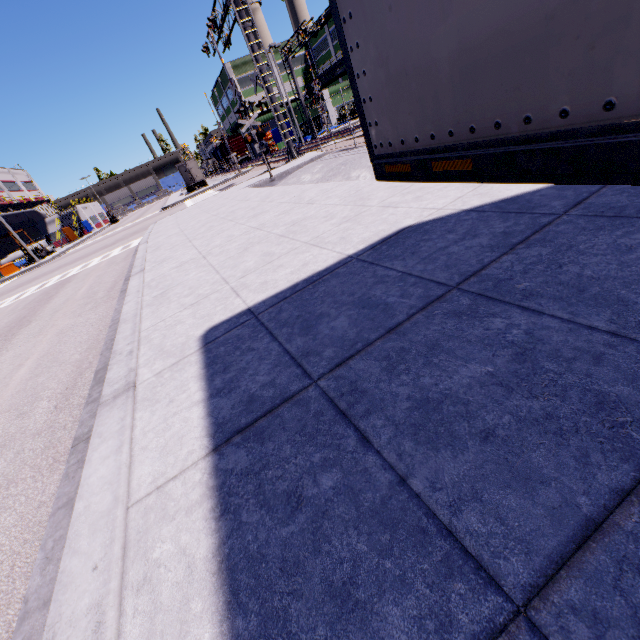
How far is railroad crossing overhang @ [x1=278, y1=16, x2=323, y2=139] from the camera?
27.51m

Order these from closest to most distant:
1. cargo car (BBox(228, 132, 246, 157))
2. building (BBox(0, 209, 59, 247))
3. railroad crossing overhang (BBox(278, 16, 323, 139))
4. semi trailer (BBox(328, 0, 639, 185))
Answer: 1. semi trailer (BBox(328, 0, 639, 185))
2. railroad crossing overhang (BBox(278, 16, 323, 139))
3. building (BBox(0, 209, 59, 247))
4. cargo car (BBox(228, 132, 246, 157))

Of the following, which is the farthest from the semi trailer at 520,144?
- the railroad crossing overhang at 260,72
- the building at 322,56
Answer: the railroad crossing overhang at 260,72

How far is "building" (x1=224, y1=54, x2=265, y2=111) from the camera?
54.8 meters

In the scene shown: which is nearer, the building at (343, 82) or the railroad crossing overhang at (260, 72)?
the railroad crossing overhang at (260, 72)

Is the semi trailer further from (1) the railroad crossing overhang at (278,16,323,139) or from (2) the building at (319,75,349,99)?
(1) the railroad crossing overhang at (278,16,323,139)

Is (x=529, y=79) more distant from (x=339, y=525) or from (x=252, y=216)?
(x=252, y=216)

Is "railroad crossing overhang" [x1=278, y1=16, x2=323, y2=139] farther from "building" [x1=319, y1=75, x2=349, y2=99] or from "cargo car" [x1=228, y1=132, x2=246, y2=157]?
"cargo car" [x1=228, y1=132, x2=246, y2=157]
